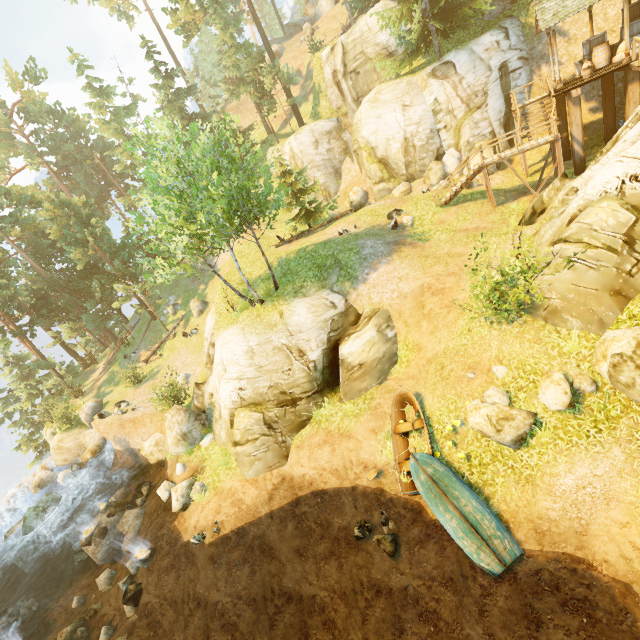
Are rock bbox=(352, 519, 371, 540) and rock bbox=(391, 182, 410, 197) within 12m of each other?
no

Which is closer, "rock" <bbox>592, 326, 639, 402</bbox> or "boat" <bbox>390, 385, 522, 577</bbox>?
"rock" <bbox>592, 326, 639, 402</bbox>

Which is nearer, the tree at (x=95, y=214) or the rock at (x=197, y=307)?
the tree at (x=95, y=214)

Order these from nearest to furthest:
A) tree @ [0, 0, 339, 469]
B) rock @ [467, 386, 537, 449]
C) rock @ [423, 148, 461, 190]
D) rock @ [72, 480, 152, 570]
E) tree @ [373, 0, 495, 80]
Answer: rock @ [467, 386, 537, 449] → tree @ [0, 0, 339, 469] → rock @ [72, 480, 152, 570] → tree @ [373, 0, 495, 80] → rock @ [423, 148, 461, 190]

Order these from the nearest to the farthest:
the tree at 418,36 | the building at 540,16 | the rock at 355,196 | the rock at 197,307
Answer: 1. the building at 540,16
2. the tree at 418,36
3. the rock at 355,196
4. the rock at 197,307

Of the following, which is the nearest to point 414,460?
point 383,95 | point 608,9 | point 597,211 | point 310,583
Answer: point 310,583

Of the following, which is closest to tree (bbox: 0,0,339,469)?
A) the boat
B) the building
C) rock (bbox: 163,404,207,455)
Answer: the building

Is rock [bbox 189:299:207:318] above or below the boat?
above
